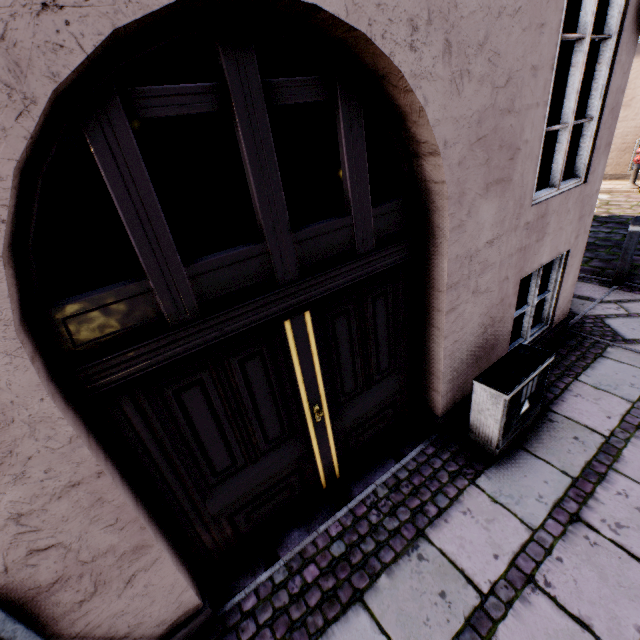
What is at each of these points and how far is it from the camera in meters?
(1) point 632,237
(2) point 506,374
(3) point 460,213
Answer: (1) bollard, 5.0
(2) electrical box, 2.8
(3) building, 2.4

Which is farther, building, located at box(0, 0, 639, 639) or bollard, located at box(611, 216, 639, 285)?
bollard, located at box(611, 216, 639, 285)

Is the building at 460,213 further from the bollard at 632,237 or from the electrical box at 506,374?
the bollard at 632,237

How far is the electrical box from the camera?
2.73m

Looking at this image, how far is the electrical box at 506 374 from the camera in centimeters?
273cm

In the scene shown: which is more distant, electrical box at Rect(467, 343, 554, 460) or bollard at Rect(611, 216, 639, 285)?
bollard at Rect(611, 216, 639, 285)

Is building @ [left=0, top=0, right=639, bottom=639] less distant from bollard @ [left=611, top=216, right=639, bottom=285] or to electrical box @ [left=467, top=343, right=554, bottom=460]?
electrical box @ [left=467, top=343, right=554, bottom=460]
